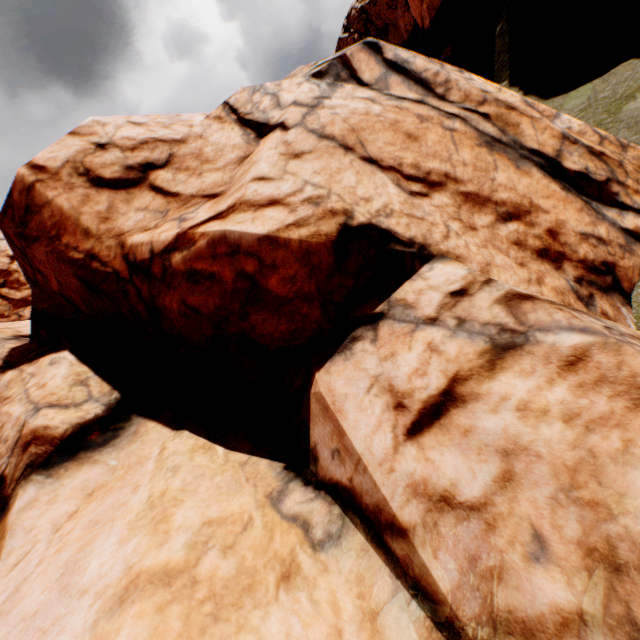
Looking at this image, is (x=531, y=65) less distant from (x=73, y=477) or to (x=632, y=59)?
(x=632, y=59)
